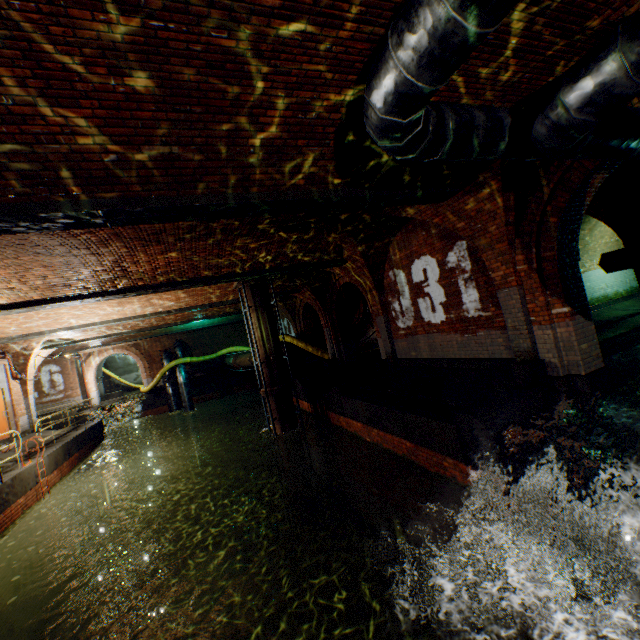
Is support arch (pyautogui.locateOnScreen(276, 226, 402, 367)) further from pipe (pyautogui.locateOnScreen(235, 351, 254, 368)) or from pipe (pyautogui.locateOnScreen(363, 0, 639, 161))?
pipe (pyautogui.locateOnScreen(235, 351, 254, 368))

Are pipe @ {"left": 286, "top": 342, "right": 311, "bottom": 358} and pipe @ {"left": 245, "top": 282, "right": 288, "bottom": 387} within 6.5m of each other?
yes

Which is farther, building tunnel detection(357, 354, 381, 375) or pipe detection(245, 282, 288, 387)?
building tunnel detection(357, 354, 381, 375)

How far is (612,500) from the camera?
3.90m

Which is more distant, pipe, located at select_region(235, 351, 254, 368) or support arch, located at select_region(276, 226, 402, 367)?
pipe, located at select_region(235, 351, 254, 368)

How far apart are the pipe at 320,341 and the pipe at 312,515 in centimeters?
769cm

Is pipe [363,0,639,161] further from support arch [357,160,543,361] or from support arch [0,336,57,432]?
support arch [0,336,57,432]

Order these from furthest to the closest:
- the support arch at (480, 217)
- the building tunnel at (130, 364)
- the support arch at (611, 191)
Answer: the building tunnel at (130, 364) < the support arch at (611, 191) < the support arch at (480, 217)
